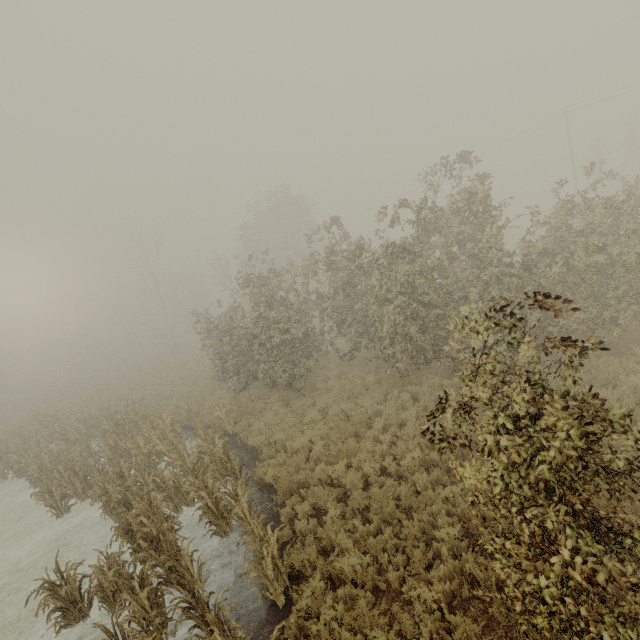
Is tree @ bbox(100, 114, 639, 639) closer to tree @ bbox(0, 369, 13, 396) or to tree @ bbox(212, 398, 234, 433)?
tree @ bbox(212, 398, 234, 433)

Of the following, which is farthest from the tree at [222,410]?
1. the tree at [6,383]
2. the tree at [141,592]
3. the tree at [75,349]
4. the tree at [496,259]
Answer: the tree at [6,383]

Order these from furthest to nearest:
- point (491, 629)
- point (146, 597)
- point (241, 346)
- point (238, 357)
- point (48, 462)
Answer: point (238, 357) < point (241, 346) < point (48, 462) < point (146, 597) < point (491, 629)

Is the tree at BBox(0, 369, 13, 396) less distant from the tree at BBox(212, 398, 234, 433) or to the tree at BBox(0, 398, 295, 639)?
the tree at BBox(212, 398, 234, 433)

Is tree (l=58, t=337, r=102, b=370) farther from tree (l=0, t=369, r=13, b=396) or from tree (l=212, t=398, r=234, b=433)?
tree (l=212, t=398, r=234, b=433)

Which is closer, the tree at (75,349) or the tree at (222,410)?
the tree at (222,410)

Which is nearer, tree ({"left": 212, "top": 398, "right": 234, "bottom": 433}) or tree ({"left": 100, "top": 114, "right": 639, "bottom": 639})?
tree ({"left": 100, "top": 114, "right": 639, "bottom": 639})

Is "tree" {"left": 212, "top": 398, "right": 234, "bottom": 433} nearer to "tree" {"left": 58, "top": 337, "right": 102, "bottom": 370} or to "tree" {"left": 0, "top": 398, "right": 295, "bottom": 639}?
"tree" {"left": 0, "top": 398, "right": 295, "bottom": 639}
